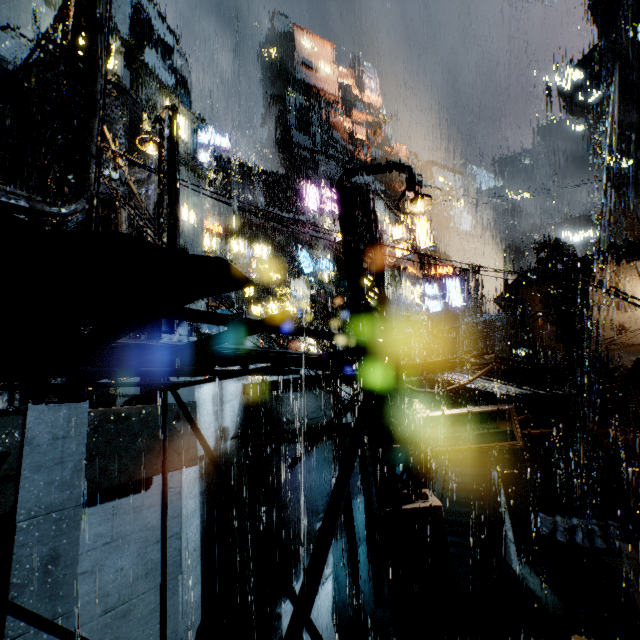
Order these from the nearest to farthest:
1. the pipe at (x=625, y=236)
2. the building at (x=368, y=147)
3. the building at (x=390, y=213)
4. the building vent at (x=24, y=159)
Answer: the building vent at (x=24, y=159), the building at (x=390, y=213), the pipe at (x=625, y=236), the building at (x=368, y=147)

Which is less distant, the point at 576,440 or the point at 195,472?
the point at 195,472

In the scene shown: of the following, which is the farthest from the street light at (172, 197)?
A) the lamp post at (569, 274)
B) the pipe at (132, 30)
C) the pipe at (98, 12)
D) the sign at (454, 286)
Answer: the pipe at (132, 30)

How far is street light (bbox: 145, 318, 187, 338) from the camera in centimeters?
680cm

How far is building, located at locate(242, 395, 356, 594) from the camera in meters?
9.9

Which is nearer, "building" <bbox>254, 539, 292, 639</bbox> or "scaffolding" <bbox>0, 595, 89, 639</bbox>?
"scaffolding" <bbox>0, 595, 89, 639</bbox>

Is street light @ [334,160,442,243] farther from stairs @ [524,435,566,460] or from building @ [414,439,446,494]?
stairs @ [524,435,566,460]

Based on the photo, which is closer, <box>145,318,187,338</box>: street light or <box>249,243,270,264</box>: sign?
<box>145,318,187,338</box>: street light
